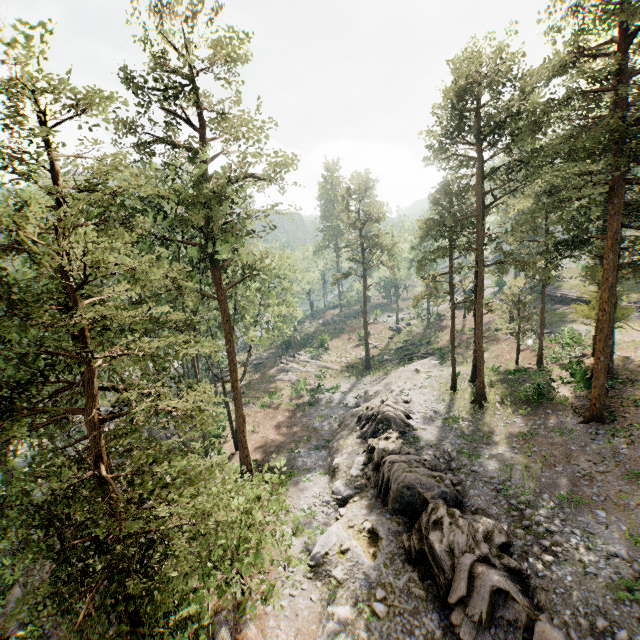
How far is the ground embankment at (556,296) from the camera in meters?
41.4

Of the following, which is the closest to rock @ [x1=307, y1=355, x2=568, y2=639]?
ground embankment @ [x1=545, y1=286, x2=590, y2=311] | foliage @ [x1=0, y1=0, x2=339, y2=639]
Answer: foliage @ [x1=0, y1=0, x2=339, y2=639]

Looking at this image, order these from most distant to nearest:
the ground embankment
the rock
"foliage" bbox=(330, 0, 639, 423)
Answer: the ground embankment → "foliage" bbox=(330, 0, 639, 423) → the rock

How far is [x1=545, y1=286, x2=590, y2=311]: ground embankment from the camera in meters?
41.4

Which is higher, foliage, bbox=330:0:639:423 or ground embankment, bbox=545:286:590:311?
foliage, bbox=330:0:639:423

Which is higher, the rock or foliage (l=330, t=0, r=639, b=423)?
foliage (l=330, t=0, r=639, b=423)

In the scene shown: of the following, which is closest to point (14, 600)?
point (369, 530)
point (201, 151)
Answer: point (369, 530)

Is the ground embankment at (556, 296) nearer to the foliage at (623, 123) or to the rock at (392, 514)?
the foliage at (623, 123)
